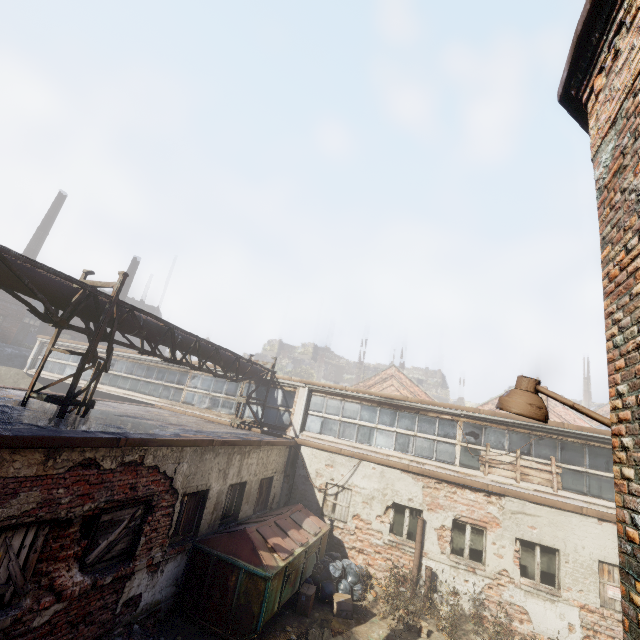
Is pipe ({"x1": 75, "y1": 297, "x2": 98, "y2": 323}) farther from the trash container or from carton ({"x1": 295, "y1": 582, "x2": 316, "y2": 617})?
carton ({"x1": 295, "y1": 582, "x2": 316, "y2": 617})

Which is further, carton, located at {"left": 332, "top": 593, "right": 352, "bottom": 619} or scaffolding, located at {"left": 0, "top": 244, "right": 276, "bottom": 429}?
carton, located at {"left": 332, "top": 593, "right": 352, "bottom": 619}

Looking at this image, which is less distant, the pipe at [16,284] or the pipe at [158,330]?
the pipe at [16,284]

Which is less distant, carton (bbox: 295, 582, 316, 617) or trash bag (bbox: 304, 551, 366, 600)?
carton (bbox: 295, 582, 316, 617)

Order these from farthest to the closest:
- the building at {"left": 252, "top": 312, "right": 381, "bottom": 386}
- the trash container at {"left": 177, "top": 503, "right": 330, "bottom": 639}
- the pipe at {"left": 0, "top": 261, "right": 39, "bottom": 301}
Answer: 1. the building at {"left": 252, "top": 312, "right": 381, "bottom": 386}
2. the trash container at {"left": 177, "top": 503, "right": 330, "bottom": 639}
3. the pipe at {"left": 0, "top": 261, "right": 39, "bottom": 301}

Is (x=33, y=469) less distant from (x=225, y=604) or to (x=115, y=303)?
(x=115, y=303)

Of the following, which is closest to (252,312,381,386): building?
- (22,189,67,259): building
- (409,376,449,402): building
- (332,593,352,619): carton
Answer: (409,376,449,402): building

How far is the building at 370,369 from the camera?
52.1m
